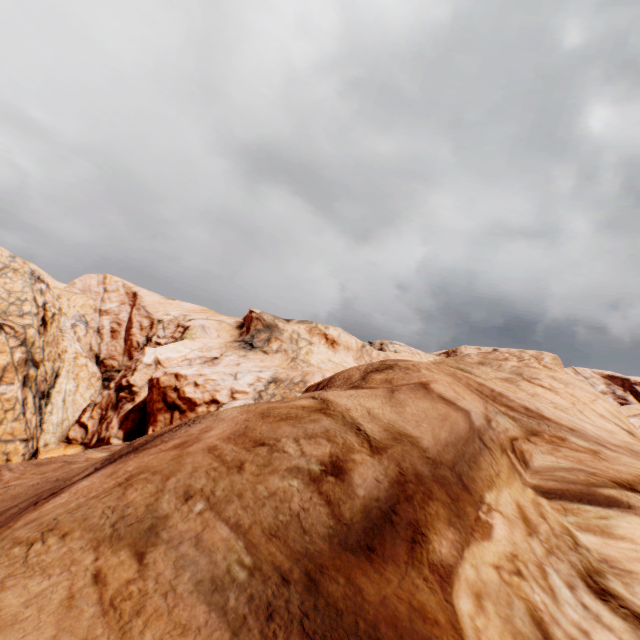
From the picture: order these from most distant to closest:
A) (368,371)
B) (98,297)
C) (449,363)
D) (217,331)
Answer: (98,297) → (217,331) → (449,363) → (368,371)
